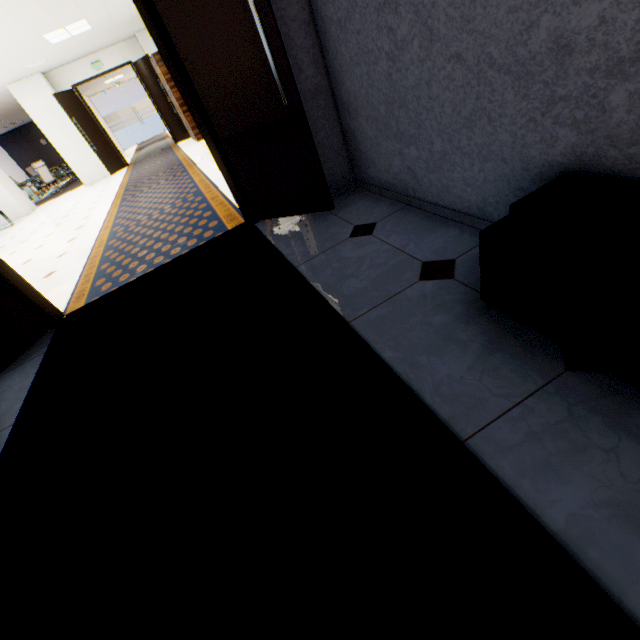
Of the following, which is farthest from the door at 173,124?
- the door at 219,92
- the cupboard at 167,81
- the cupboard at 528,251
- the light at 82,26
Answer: the cupboard at 528,251

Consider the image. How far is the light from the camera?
7.0m

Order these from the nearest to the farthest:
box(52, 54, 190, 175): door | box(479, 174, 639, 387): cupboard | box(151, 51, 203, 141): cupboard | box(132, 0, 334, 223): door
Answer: box(479, 174, 639, 387): cupboard → box(132, 0, 334, 223): door → box(151, 51, 203, 141): cupboard → box(52, 54, 190, 175): door

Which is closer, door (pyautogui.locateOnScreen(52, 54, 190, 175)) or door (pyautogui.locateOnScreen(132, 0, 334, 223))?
door (pyautogui.locateOnScreen(132, 0, 334, 223))

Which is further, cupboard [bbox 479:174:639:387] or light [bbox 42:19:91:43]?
light [bbox 42:19:91:43]

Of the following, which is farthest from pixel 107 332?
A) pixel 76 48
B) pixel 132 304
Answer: pixel 76 48

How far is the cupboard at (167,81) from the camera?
8.6 meters

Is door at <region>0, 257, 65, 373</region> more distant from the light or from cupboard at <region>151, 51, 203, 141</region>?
cupboard at <region>151, 51, 203, 141</region>
